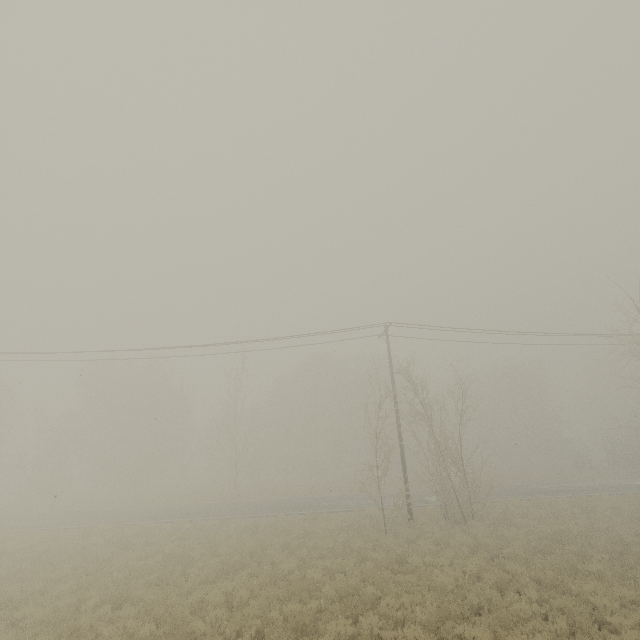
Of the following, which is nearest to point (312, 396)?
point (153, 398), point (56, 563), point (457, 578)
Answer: point (153, 398)
